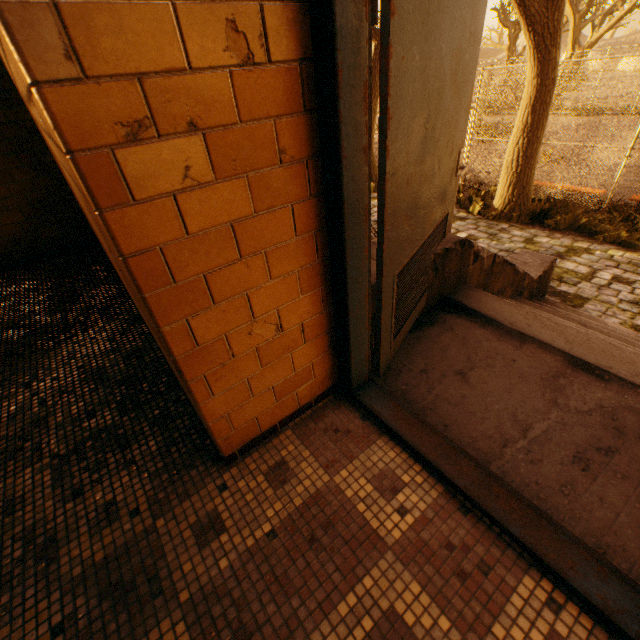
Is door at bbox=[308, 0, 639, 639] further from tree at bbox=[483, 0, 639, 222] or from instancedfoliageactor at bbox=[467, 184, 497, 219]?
instancedfoliageactor at bbox=[467, 184, 497, 219]

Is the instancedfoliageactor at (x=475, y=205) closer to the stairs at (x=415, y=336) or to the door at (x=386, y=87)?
the stairs at (x=415, y=336)

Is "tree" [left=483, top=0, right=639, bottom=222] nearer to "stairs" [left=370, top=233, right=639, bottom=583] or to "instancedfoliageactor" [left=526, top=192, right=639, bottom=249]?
"instancedfoliageactor" [left=526, top=192, right=639, bottom=249]

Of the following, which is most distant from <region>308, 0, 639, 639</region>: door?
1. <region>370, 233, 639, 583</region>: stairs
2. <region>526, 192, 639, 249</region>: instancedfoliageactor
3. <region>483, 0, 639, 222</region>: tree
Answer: <region>526, 192, 639, 249</region>: instancedfoliageactor

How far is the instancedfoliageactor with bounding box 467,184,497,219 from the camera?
7.8m

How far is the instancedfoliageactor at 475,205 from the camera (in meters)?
7.82

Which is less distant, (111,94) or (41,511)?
(111,94)

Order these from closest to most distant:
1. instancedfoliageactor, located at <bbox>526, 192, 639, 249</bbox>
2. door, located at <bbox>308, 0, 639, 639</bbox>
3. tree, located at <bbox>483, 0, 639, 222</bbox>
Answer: door, located at <bbox>308, 0, 639, 639</bbox>, tree, located at <bbox>483, 0, 639, 222</bbox>, instancedfoliageactor, located at <bbox>526, 192, 639, 249</bbox>
